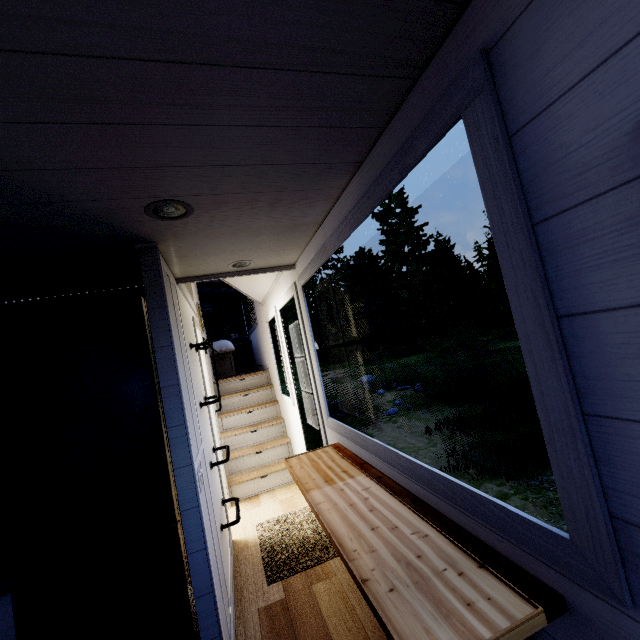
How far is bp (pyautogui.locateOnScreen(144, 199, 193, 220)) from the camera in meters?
1.4 m

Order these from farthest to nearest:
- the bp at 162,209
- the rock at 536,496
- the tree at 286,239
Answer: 1. the rock at 536,496
2. the bp at 162,209
3. the tree at 286,239

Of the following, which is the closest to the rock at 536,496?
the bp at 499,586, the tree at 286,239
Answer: the tree at 286,239

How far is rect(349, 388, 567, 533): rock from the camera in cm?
479

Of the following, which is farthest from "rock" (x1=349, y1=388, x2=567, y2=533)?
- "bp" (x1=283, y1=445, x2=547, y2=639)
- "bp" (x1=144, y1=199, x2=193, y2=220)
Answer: "bp" (x1=144, y1=199, x2=193, y2=220)

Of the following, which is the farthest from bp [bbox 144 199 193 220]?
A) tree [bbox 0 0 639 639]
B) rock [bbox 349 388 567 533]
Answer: rock [bbox 349 388 567 533]

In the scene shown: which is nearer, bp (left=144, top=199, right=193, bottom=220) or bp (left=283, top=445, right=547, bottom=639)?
bp (left=283, top=445, right=547, bottom=639)

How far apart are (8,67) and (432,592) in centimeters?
176cm
